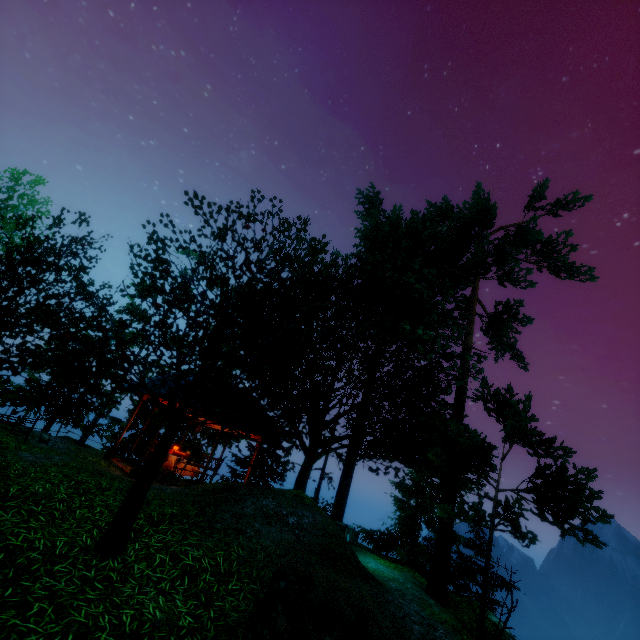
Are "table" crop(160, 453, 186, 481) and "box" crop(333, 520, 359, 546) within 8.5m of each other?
yes

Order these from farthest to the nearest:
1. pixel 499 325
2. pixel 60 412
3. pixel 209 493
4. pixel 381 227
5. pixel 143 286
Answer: pixel 381 227 → pixel 499 325 → pixel 60 412 → pixel 209 493 → pixel 143 286

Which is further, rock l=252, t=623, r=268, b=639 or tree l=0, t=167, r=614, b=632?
tree l=0, t=167, r=614, b=632

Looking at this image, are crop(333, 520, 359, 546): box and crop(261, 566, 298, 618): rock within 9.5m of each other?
no

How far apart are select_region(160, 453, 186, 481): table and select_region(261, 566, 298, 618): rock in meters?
8.7 m

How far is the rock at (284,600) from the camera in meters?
4.9 m

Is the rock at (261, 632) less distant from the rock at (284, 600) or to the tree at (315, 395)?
the rock at (284, 600)

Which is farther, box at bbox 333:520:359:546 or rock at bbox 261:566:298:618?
box at bbox 333:520:359:546
